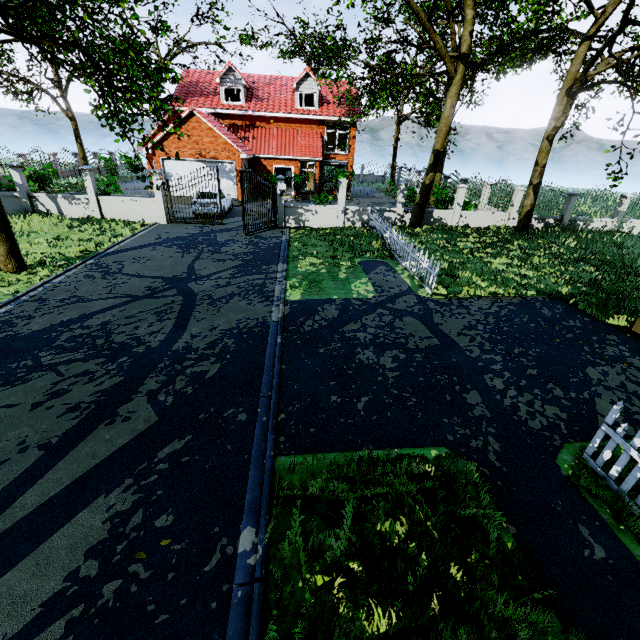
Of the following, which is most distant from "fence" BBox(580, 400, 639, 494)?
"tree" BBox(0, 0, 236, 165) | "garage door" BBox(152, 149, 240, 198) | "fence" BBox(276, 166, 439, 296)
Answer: "garage door" BBox(152, 149, 240, 198)

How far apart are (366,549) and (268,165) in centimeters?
2814cm

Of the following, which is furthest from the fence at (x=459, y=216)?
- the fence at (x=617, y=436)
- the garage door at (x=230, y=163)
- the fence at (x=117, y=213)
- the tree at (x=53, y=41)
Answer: the fence at (x=617, y=436)

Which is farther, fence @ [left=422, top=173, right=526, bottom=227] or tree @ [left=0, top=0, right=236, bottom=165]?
fence @ [left=422, top=173, right=526, bottom=227]

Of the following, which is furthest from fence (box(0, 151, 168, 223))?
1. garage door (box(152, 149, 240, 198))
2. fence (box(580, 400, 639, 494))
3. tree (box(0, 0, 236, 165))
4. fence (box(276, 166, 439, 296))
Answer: fence (box(580, 400, 639, 494))

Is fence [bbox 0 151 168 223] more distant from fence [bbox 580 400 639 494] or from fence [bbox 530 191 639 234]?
fence [bbox 580 400 639 494]

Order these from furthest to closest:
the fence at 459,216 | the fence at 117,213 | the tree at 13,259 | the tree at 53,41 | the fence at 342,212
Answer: the fence at 459,216 → the fence at 117,213 → the fence at 342,212 → the tree at 13,259 → the tree at 53,41

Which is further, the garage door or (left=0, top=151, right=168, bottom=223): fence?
the garage door
